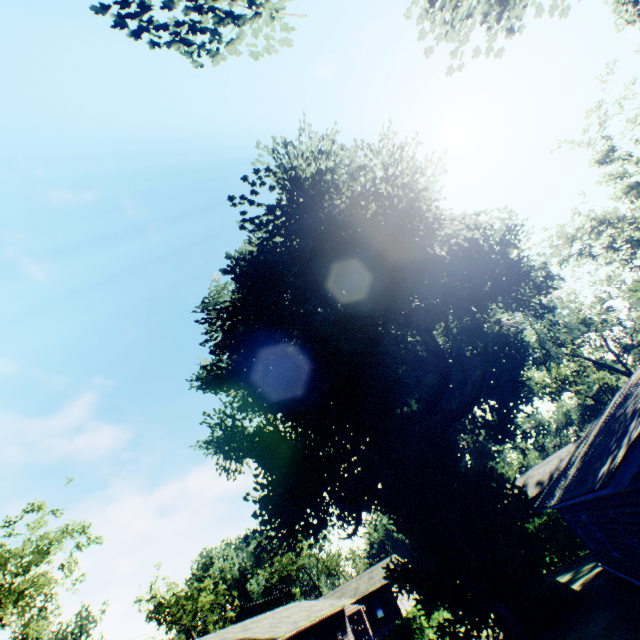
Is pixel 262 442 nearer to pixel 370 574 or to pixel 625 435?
pixel 625 435

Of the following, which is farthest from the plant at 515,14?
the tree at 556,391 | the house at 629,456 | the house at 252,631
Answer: the tree at 556,391

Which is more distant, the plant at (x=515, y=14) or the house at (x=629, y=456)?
the plant at (x=515, y=14)

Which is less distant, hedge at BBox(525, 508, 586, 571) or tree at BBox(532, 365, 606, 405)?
hedge at BBox(525, 508, 586, 571)

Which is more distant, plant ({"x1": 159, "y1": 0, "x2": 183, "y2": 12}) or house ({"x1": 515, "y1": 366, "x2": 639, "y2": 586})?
plant ({"x1": 159, "y1": 0, "x2": 183, "y2": 12})

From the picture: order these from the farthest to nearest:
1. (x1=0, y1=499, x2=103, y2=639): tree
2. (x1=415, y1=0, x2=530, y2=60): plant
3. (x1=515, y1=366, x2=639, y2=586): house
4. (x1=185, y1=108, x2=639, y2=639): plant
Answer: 1. (x1=0, y1=499, x2=103, y2=639): tree
2. (x1=185, y1=108, x2=639, y2=639): plant
3. (x1=415, y1=0, x2=530, y2=60): plant
4. (x1=515, y1=366, x2=639, y2=586): house

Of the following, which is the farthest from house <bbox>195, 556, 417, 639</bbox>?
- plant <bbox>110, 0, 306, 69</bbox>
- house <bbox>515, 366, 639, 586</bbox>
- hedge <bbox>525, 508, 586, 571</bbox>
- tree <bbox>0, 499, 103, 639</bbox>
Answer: tree <bbox>0, 499, 103, 639</bbox>

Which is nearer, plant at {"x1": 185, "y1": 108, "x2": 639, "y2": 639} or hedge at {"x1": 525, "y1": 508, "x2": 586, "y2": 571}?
plant at {"x1": 185, "y1": 108, "x2": 639, "y2": 639}
